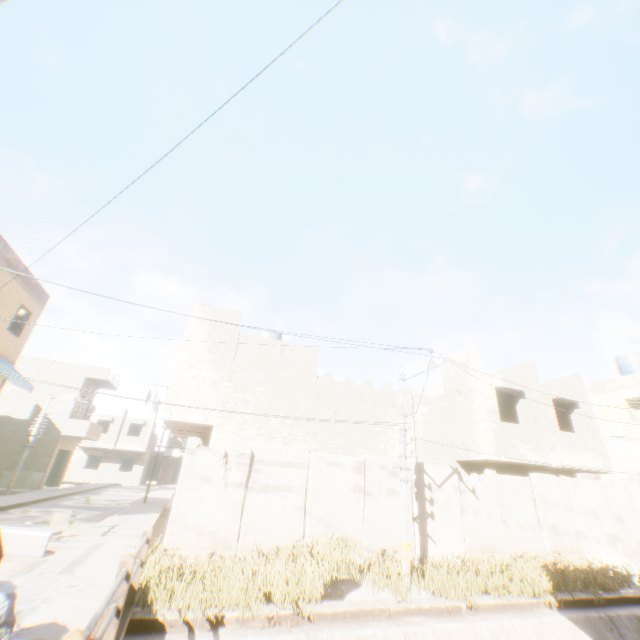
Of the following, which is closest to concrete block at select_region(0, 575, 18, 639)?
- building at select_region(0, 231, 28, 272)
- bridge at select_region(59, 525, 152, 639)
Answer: bridge at select_region(59, 525, 152, 639)

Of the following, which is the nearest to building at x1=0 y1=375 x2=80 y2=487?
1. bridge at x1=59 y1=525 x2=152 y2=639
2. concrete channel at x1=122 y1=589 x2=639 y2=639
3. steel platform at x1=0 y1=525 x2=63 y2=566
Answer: concrete channel at x1=122 y1=589 x2=639 y2=639

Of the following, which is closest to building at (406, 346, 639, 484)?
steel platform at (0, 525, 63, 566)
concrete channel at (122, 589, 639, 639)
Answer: concrete channel at (122, 589, 639, 639)

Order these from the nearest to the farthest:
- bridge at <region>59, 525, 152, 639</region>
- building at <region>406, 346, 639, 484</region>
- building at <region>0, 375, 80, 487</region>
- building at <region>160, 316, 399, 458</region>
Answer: bridge at <region>59, 525, 152, 639</region> < building at <region>160, 316, 399, 458</region> < building at <region>406, 346, 639, 484</region> < building at <region>0, 375, 80, 487</region>

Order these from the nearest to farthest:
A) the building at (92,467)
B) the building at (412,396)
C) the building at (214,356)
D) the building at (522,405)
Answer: the building at (214,356), the building at (522,405), the building at (412,396), the building at (92,467)

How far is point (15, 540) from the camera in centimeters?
230cm

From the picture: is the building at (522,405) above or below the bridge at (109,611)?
above

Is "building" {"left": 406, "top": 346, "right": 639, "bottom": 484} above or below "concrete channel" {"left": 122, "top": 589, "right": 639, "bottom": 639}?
above
